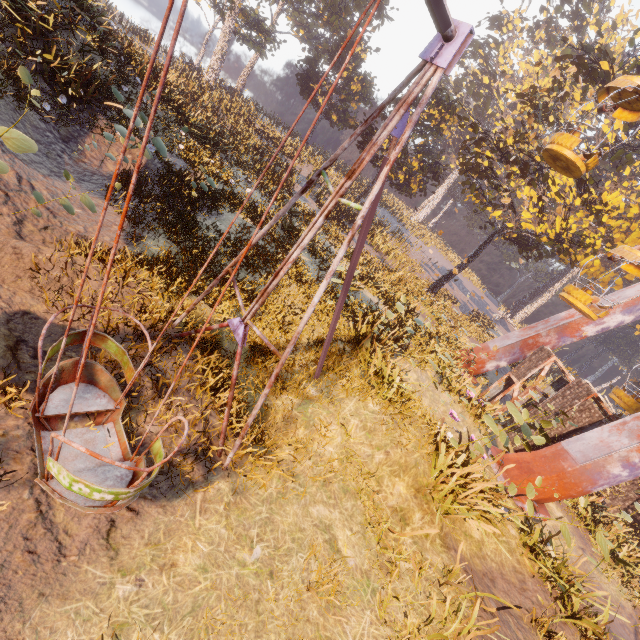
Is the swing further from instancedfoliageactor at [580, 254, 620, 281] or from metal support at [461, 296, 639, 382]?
metal support at [461, 296, 639, 382]

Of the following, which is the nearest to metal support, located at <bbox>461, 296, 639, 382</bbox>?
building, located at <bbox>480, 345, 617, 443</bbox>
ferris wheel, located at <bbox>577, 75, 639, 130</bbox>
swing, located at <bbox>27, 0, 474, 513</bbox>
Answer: ferris wheel, located at <bbox>577, 75, 639, 130</bbox>

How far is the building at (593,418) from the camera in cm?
1233

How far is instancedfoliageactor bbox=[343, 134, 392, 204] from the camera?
26.0 meters

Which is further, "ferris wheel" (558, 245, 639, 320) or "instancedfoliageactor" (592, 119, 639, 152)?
"instancedfoliageactor" (592, 119, 639, 152)

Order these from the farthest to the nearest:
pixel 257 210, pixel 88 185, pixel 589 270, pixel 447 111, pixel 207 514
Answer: pixel 447 111
pixel 589 270
pixel 257 210
pixel 88 185
pixel 207 514

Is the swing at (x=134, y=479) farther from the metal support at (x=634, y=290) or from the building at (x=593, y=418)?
→ the building at (x=593, y=418)

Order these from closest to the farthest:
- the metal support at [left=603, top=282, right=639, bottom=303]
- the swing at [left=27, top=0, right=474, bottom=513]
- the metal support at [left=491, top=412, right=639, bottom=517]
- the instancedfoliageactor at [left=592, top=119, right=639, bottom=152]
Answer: the swing at [left=27, top=0, right=474, bottom=513]
the metal support at [left=491, top=412, right=639, bottom=517]
the metal support at [left=603, top=282, right=639, bottom=303]
the instancedfoliageactor at [left=592, top=119, right=639, bottom=152]
